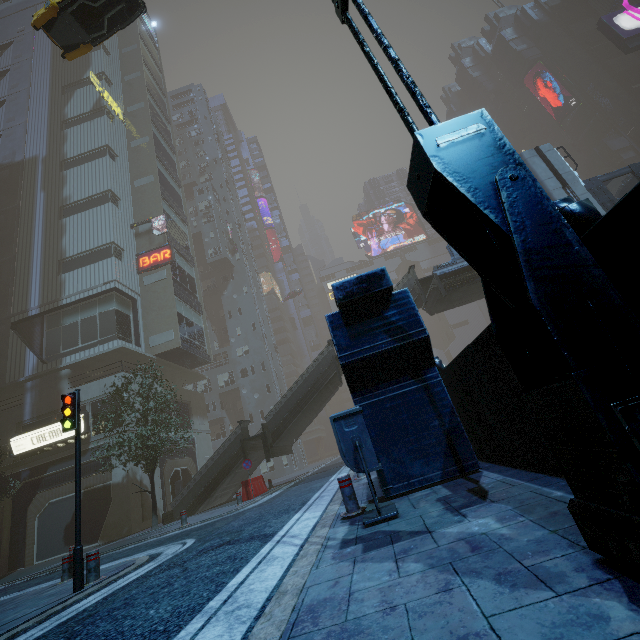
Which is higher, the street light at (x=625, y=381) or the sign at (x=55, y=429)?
the sign at (x=55, y=429)

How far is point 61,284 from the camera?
26.1m

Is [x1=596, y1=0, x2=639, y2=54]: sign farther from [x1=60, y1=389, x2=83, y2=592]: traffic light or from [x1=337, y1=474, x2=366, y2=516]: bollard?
[x1=60, y1=389, x2=83, y2=592]: traffic light

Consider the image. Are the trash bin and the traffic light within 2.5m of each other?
no

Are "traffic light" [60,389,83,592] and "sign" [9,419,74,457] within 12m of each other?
no

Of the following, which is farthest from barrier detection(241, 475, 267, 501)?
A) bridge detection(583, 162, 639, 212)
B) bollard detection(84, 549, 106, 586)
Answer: bridge detection(583, 162, 639, 212)

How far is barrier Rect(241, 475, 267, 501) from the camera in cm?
1598

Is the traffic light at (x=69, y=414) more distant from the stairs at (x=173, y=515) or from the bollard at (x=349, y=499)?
the stairs at (x=173, y=515)
